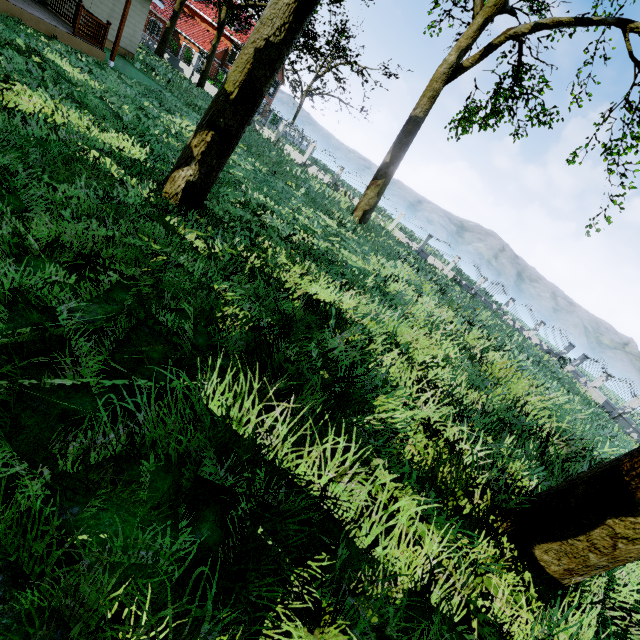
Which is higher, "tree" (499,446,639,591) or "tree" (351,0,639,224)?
"tree" (351,0,639,224)

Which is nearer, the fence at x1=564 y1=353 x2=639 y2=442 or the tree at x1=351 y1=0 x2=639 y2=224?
the tree at x1=351 y1=0 x2=639 y2=224

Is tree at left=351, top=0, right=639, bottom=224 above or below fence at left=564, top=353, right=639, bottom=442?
above

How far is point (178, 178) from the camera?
6.2 meters

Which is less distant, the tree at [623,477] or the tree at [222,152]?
the tree at [623,477]

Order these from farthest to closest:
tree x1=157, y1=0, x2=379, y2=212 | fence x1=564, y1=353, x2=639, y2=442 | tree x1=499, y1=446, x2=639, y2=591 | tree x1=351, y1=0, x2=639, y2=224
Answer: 1. fence x1=564, y1=353, x2=639, y2=442
2. tree x1=351, y1=0, x2=639, y2=224
3. tree x1=157, y1=0, x2=379, y2=212
4. tree x1=499, y1=446, x2=639, y2=591

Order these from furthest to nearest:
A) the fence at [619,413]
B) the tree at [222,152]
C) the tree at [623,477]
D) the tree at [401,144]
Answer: the fence at [619,413] → the tree at [401,144] → the tree at [222,152] → the tree at [623,477]
